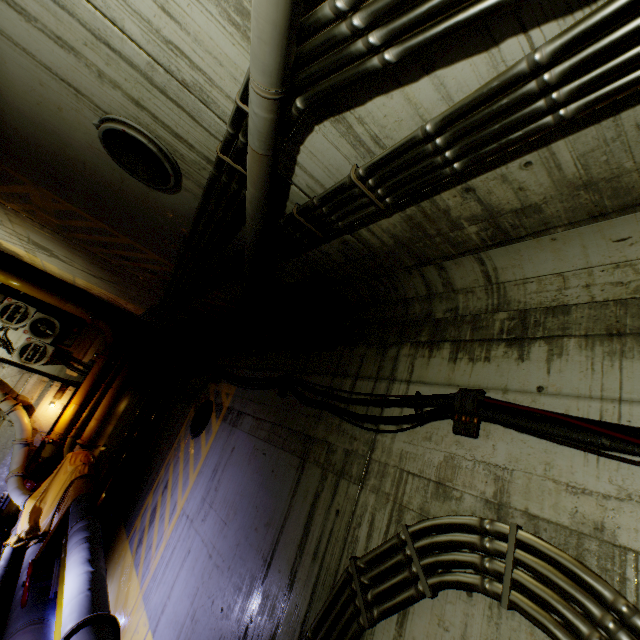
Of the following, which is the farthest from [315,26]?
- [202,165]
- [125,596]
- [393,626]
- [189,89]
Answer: [125,596]

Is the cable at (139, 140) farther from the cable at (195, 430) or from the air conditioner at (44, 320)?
the air conditioner at (44, 320)

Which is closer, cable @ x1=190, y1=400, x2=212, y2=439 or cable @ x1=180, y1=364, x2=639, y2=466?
cable @ x1=180, y1=364, x2=639, y2=466

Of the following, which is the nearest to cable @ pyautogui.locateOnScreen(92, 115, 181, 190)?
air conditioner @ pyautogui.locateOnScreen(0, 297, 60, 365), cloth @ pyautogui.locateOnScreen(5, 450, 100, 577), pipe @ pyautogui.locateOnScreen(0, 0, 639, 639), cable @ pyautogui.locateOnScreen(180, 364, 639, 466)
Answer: pipe @ pyautogui.locateOnScreen(0, 0, 639, 639)

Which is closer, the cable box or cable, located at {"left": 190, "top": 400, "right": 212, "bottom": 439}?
cable, located at {"left": 190, "top": 400, "right": 212, "bottom": 439}

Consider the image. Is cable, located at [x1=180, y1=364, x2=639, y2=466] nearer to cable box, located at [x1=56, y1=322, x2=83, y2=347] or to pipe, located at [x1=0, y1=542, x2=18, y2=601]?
pipe, located at [x1=0, y1=542, x2=18, y2=601]

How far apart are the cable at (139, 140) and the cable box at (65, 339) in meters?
10.0 m

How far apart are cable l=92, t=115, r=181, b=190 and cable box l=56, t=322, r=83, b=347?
10.0 meters
